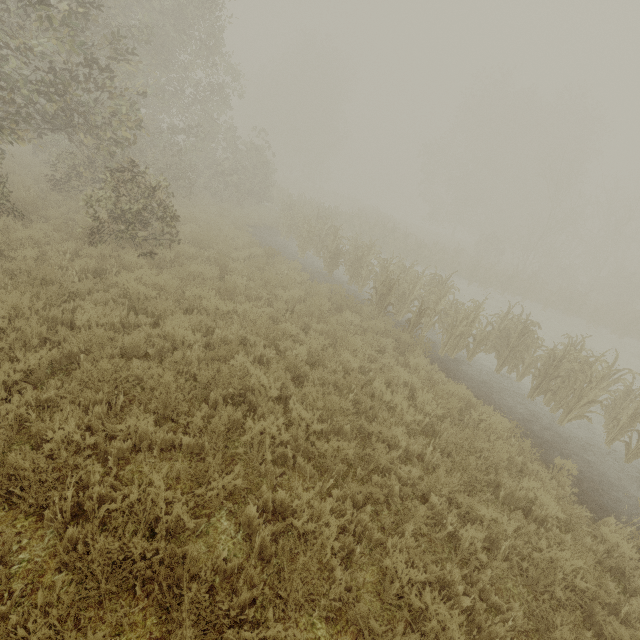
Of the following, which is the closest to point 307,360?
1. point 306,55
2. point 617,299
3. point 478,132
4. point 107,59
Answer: point 107,59

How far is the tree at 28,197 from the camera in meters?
8.9 m

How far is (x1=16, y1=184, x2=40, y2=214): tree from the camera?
8.85m
